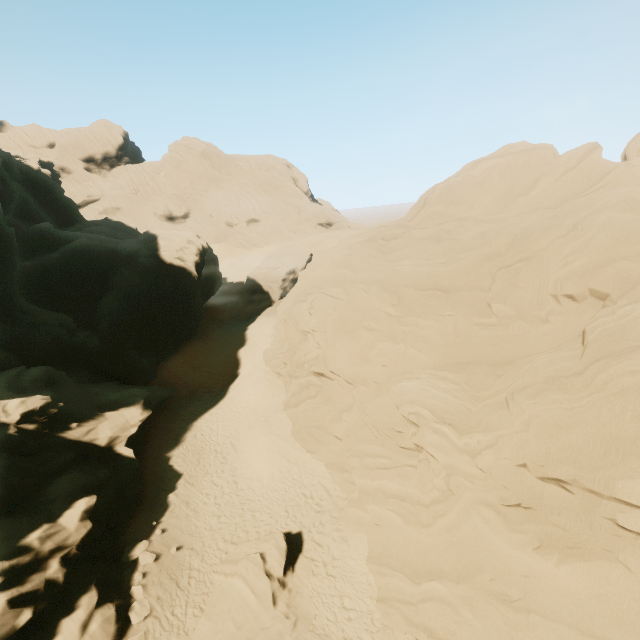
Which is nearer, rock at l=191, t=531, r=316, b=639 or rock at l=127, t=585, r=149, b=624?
rock at l=191, t=531, r=316, b=639

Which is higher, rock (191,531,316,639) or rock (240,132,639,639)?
rock (240,132,639,639)

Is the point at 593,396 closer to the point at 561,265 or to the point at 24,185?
the point at 561,265

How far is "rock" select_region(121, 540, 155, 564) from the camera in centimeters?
1421cm

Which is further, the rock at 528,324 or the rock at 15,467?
the rock at 15,467

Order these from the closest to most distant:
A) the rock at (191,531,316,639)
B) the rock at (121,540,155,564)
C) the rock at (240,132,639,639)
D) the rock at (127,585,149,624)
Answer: the rock at (240,132,639,639) < the rock at (191,531,316,639) < the rock at (127,585,149,624) < the rock at (121,540,155,564)

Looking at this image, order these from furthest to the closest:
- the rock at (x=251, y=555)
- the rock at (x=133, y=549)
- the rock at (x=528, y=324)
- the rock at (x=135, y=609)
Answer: the rock at (x=133, y=549)
the rock at (x=135, y=609)
the rock at (x=251, y=555)
the rock at (x=528, y=324)
